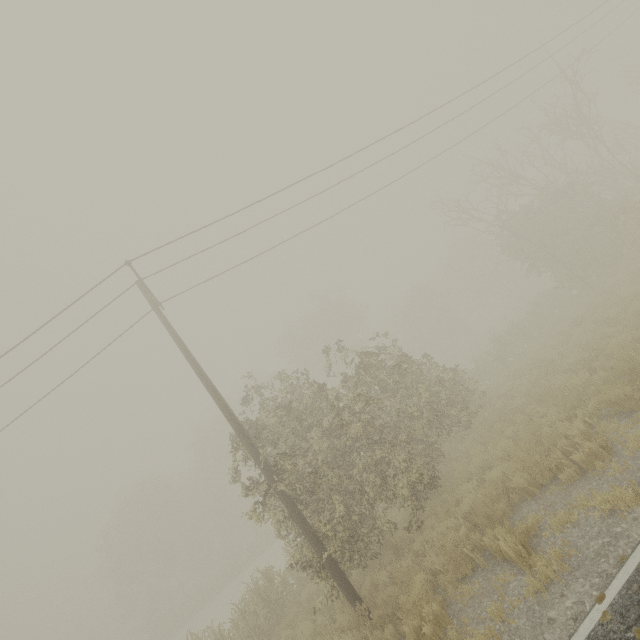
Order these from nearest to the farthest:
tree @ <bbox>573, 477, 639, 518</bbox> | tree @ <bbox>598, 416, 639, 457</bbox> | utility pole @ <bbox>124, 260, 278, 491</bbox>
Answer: tree @ <bbox>573, 477, 639, 518</bbox> → tree @ <bbox>598, 416, 639, 457</bbox> → utility pole @ <bbox>124, 260, 278, 491</bbox>

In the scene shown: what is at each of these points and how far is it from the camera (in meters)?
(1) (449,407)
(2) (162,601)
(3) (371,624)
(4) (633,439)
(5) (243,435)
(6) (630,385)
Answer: (1) tree, 14.44
(2) tree, 37.56
(3) utility pole, 7.31
(4) tree, 5.89
(5) utility pole, 9.26
(6) tree, 7.42

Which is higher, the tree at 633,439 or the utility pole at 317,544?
the utility pole at 317,544

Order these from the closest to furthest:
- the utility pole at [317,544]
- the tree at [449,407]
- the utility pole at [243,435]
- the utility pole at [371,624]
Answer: the utility pole at [371,624], the utility pole at [317,544], the utility pole at [243,435], the tree at [449,407]

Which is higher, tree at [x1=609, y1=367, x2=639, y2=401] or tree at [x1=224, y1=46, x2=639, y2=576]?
tree at [x1=224, y1=46, x2=639, y2=576]

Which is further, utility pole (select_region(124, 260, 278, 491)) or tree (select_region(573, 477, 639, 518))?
utility pole (select_region(124, 260, 278, 491))
